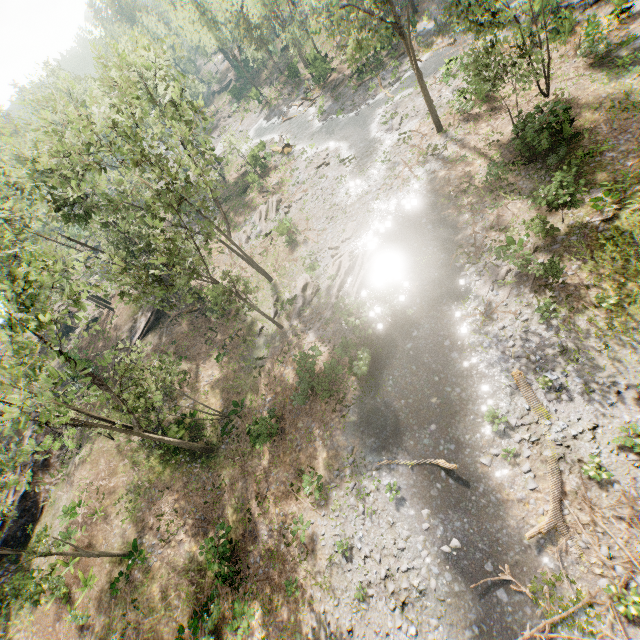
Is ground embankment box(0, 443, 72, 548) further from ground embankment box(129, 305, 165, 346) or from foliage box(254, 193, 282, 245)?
ground embankment box(129, 305, 165, 346)

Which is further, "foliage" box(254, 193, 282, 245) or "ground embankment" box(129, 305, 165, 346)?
"foliage" box(254, 193, 282, 245)

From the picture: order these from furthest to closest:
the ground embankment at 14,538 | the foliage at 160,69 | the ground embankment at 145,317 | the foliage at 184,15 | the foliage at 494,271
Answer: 1. the ground embankment at 145,317
2. the ground embankment at 14,538
3. the foliage at 184,15
4. the foliage at 494,271
5. the foliage at 160,69

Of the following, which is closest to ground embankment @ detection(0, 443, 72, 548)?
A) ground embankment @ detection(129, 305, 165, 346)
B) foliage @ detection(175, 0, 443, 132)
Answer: foliage @ detection(175, 0, 443, 132)

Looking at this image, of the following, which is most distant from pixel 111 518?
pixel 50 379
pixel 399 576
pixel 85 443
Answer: pixel 399 576

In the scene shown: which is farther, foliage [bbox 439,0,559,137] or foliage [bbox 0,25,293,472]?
foliage [bbox 439,0,559,137]

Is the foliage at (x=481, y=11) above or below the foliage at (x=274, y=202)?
above
